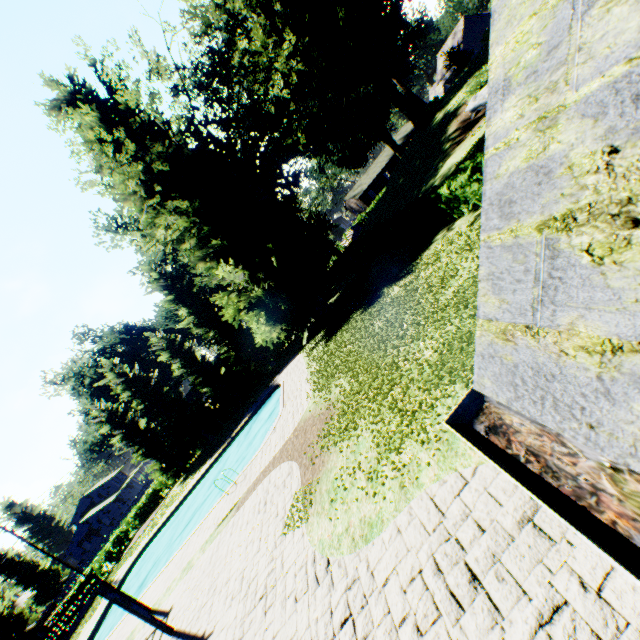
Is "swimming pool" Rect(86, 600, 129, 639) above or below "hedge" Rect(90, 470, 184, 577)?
below

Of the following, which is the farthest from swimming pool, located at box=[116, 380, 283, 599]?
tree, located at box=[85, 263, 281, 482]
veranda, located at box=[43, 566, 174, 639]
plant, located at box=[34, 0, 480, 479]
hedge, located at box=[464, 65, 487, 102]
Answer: hedge, located at box=[464, 65, 487, 102]

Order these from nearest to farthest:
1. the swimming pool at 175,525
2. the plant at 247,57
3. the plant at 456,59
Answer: the plant at 247,57
the swimming pool at 175,525
the plant at 456,59

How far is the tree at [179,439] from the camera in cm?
3253

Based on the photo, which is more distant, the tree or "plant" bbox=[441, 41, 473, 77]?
"plant" bbox=[441, 41, 473, 77]

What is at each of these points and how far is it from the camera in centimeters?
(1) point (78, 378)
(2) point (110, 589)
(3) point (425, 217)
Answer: (1) plant, 4453cm
(2) veranda, 1381cm
(3) hedge, 1759cm

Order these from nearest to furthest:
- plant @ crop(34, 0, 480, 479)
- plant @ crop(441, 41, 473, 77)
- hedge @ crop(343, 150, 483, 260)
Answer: plant @ crop(34, 0, 480, 479), hedge @ crop(343, 150, 483, 260), plant @ crop(441, 41, 473, 77)

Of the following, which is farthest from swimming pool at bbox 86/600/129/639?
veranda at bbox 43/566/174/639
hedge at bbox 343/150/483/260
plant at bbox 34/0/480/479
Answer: hedge at bbox 343/150/483/260
